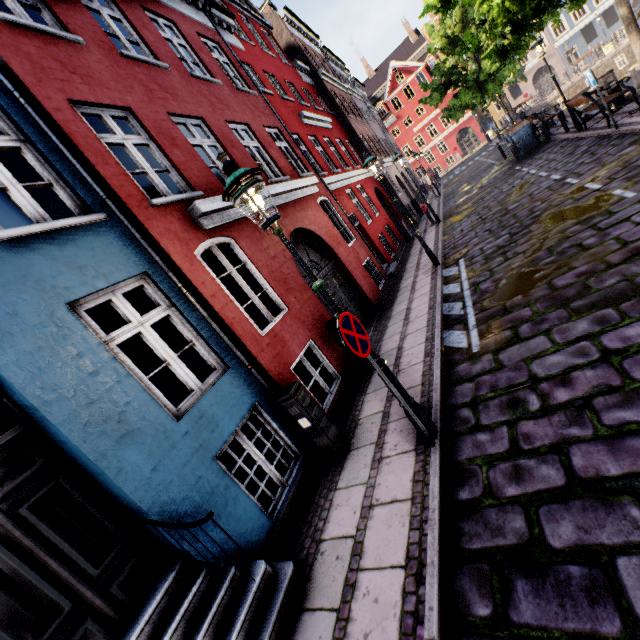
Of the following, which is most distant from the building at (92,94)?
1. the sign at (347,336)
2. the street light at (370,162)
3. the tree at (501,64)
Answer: the tree at (501,64)

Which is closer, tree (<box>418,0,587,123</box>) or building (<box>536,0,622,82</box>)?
tree (<box>418,0,587,123</box>)

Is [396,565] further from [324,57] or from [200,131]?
[324,57]

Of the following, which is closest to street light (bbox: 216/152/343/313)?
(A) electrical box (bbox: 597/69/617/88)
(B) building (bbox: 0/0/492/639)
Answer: (B) building (bbox: 0/0/492/639)

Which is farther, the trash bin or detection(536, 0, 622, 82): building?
detection(536, 0, 622, 82): building

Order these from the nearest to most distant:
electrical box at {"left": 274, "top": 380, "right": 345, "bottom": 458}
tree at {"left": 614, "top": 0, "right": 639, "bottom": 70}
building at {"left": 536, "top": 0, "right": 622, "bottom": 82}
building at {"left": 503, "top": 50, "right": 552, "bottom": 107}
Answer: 1. electrical box at {"left": 274, "top": 380, "right": 345, "bottom": 458}
2. tree at {"left": 614, "top": 0, "right": 639, "bottom": 70}
3. building at {"left": 536, "top": 0, "right": 622, "bottom": 82}
4. building at {"left": 503, "top": 50, "right": 552, "bottom": 107}

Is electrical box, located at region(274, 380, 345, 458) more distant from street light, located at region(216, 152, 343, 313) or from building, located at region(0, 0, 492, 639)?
street light, located at region(216, 152, 343, 313)

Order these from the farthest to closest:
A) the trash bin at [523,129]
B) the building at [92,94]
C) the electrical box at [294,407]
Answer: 1. the trash bin at [523,129]
2. the electrical box at [294,407]
3. the building at [92,94]
